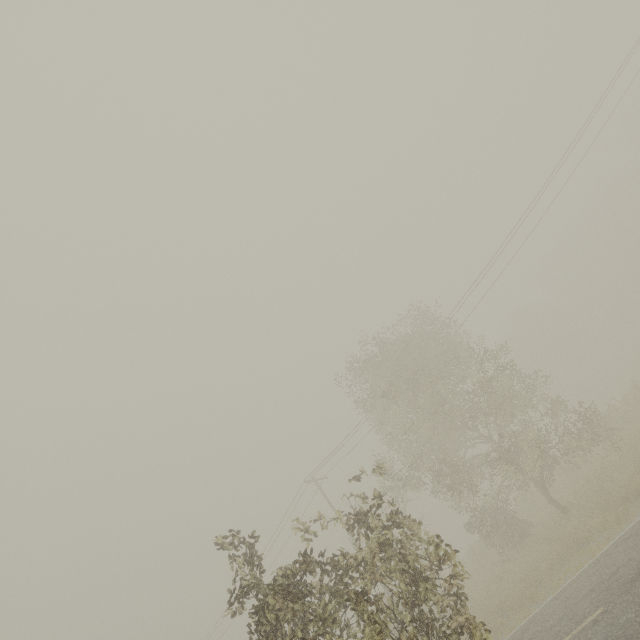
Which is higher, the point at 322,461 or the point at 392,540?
the point at 322,461
